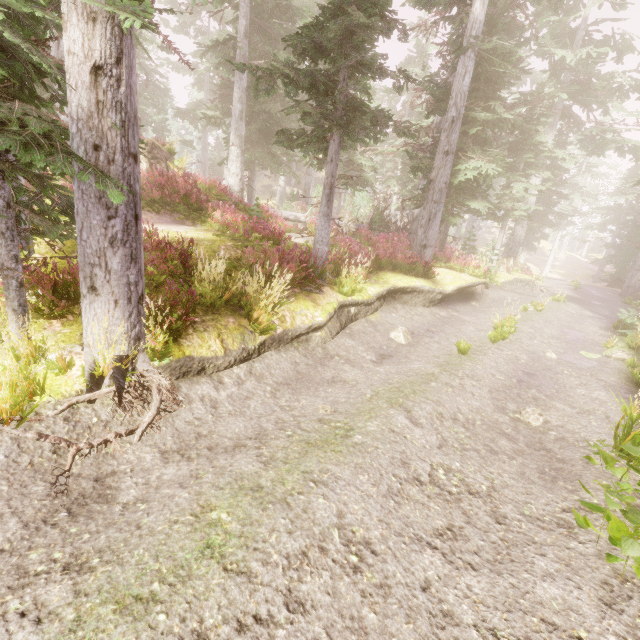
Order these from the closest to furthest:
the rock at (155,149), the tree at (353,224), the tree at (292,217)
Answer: the rock at (155,149), the tree at (292,217), the tree at (353,224)

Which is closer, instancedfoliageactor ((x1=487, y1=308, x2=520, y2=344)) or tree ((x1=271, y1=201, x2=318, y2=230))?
instancedfoliageactor ((x1=487, y1=308, x2=520, y2=344))

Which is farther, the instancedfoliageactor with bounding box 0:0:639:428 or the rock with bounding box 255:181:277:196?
the rock with bounding box 255:181:277:196

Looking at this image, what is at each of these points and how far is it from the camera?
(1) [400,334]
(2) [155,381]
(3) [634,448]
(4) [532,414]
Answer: (1) instancedfoliageactor, 9.6m
(2) root, 4.6m
(3) instancedfoliageactor, 4.0m
(4) instancedfoliageactor, 6.0m

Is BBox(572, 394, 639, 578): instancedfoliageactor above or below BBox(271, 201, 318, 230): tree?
below

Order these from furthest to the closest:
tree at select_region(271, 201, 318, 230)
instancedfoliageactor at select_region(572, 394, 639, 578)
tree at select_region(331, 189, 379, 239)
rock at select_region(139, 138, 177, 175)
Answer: tree at select_region(331, 189, 379, 239), tree at select_region(271, 201, 318, 230), rock at select_region(139, 138, 177, 175), instancedfoliageactor at select_region(572, 394, 639, 578)

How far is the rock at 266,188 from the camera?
44.12m

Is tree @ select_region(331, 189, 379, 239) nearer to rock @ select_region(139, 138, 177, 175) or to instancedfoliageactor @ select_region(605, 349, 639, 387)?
instancedfoliageactor @ select_region(605, 349, 639, 387)
